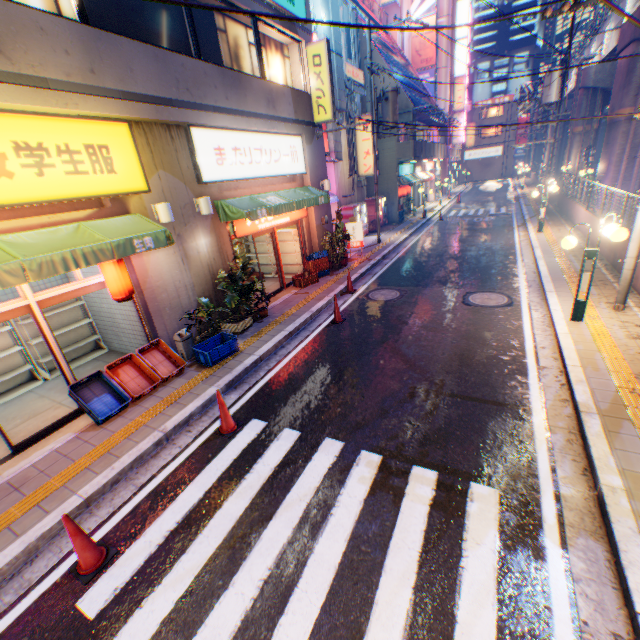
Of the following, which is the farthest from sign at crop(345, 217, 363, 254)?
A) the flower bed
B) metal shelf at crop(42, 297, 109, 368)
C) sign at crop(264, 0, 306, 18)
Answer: metal shelf at crop(42, 297, 109, 368)

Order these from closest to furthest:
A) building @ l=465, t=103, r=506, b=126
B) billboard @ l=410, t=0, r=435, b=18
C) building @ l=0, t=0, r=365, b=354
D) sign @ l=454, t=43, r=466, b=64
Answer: building @ l=0, t=0, r=365, b=354, billboard @ l=410, t=0, r=435, b=18, sign @ l=454, t=43, r=466, b=64, building @ l=465, t=103, r=506, b=126

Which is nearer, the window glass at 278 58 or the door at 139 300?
the door at 139 300

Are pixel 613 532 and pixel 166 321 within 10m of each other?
yes

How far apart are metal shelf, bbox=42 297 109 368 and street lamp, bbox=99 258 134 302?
2.52m

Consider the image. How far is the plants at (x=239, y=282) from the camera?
8.65m

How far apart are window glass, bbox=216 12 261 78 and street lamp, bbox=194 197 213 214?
4.1m

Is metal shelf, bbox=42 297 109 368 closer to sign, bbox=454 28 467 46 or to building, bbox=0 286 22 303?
building, bbox=0 286 22 303
